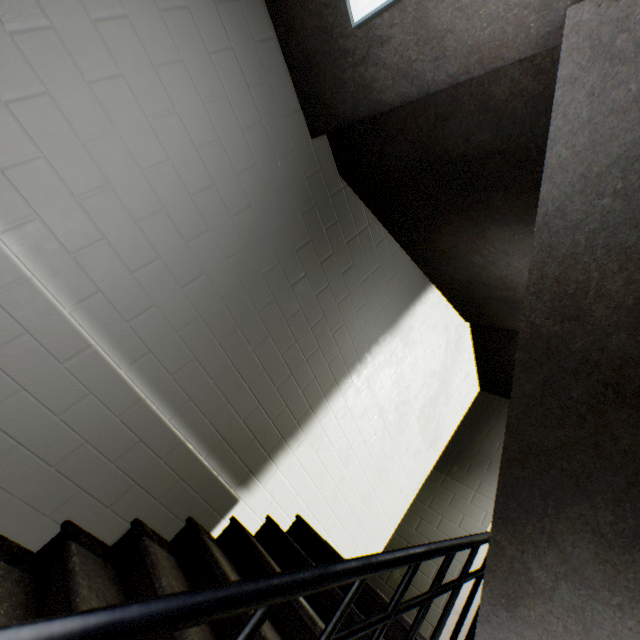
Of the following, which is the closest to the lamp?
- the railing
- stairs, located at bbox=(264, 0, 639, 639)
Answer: stairs, located at bbox=(264, 0, 639, 639)

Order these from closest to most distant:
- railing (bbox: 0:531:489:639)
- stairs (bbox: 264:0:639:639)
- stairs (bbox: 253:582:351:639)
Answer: railing (bbox: 0:531:489:639) < stairs (bbox: 264:0:639:639) < stairs (bbox: 253:582:351:639)

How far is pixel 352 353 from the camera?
3.0 meters

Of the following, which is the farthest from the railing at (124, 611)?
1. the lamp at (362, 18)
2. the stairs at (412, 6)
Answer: the lamp at (362, 18)

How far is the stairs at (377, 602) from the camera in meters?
1.9 m

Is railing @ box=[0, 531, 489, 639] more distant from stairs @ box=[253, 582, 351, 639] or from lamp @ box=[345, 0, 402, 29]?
lamp @ box=[345, 0, 402, 29]
